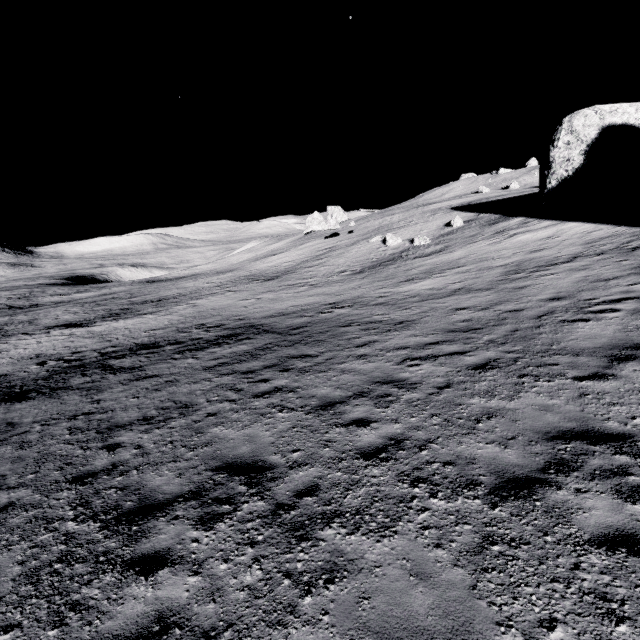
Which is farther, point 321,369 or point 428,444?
point 321,369
